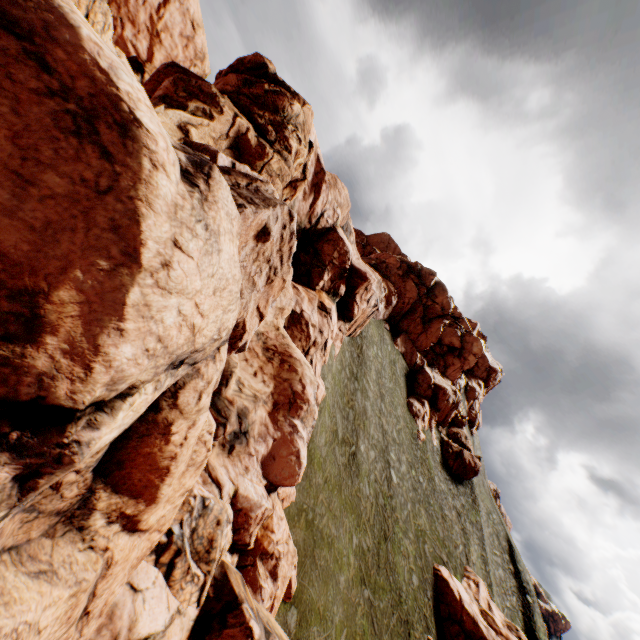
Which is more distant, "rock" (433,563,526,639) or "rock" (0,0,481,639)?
"rock" (433,563,526,639)

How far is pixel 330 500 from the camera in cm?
2233

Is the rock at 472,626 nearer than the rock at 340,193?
No
